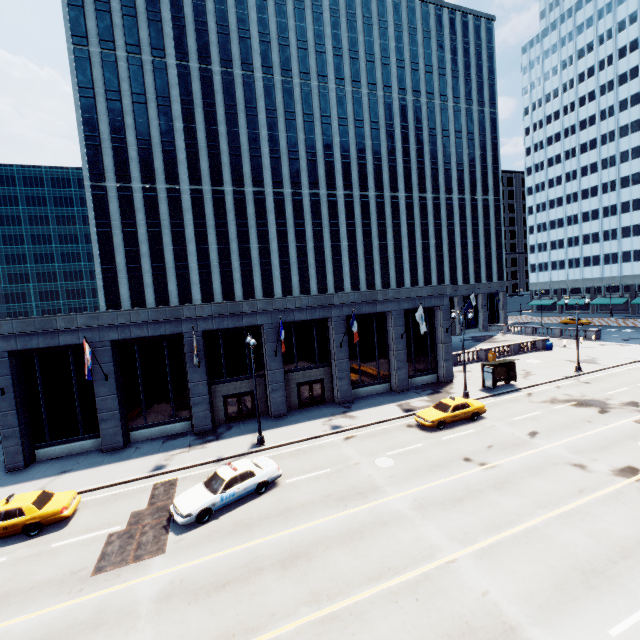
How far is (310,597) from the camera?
10.4m

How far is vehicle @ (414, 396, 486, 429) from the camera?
21.95m

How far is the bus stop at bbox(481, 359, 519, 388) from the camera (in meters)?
28.66

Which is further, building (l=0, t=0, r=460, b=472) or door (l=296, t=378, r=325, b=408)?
door (l=296, t=378, r=325, b=408)

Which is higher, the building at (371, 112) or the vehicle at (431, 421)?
the building at (371, 112)

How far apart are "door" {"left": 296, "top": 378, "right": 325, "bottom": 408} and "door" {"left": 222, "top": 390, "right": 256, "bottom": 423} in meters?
3.5 m

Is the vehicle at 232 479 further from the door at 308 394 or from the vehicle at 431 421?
the vehicle at 431 421

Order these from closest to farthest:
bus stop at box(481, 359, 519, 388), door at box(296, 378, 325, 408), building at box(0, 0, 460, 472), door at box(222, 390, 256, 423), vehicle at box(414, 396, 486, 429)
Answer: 1. vehicle at box(414, 396, 486, 429)
2. building at box(0, 0, 460, 472)
3. door at box(222, 390, 256, 423)
4. door at box(296, 378, 325, 408)
5. bus stop at box(481, 359, 519, 388)
